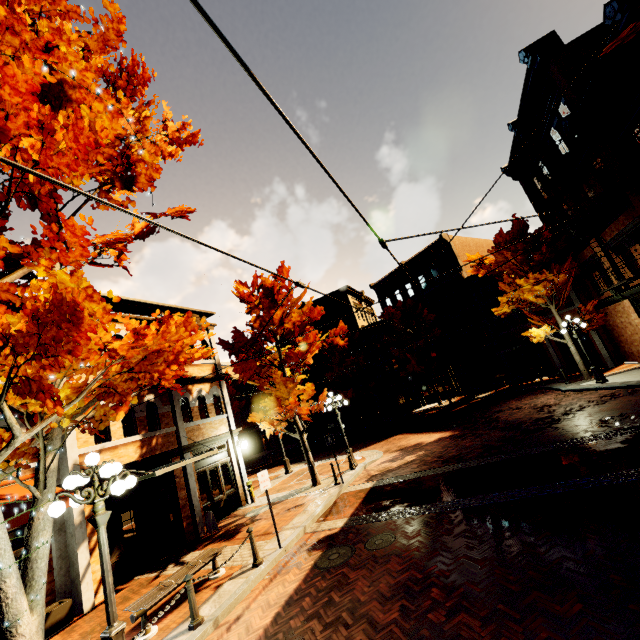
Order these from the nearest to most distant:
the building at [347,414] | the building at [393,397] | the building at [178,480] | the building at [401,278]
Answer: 1. the building at [178,480]
2. the building at [393,397]
3. the building at [401,278]
4. the building at [347,414]

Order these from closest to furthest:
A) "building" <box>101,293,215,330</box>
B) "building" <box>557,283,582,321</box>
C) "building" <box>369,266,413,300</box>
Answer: "building" <box>101,293,215,330</box> < "building" <box>557,283,582,321</box> < "building" <box>369,266,413,300</box>

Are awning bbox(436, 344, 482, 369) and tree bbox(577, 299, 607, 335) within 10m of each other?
yes

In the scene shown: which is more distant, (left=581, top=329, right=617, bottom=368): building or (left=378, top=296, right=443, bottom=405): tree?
(left=378, top=296, right=443, bottom=405): tree

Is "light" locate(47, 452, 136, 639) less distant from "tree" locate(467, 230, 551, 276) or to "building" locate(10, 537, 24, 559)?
"tree" locate(467, 230, 551, 276)

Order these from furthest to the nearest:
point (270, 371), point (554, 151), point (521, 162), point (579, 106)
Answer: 1. point (521, 162)
2. point (554, 151)
3. point (270, 371)
4. point (579, 106)

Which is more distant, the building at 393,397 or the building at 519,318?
the building at 393,397

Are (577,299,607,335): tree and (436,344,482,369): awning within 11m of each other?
yes
